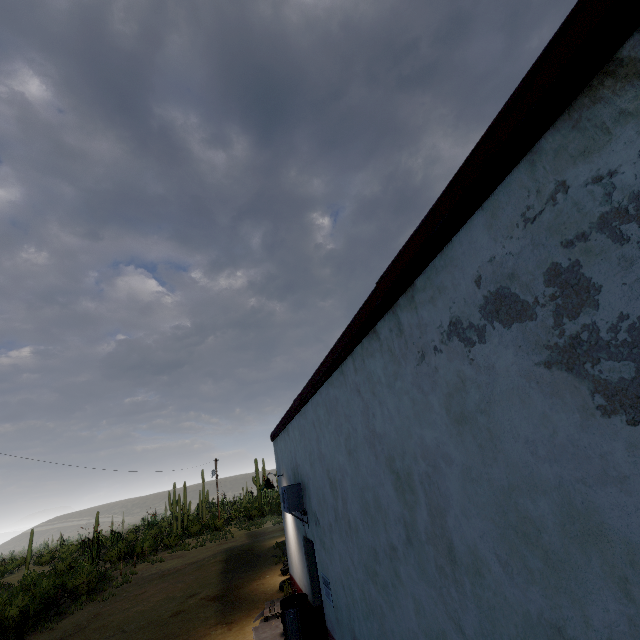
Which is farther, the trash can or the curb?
the curb

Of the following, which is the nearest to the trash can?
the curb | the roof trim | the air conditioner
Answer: the curb

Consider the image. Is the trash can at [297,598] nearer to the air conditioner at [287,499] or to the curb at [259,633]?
the curb at [259,633]

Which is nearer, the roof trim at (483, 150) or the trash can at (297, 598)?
the roof trim at (483, 150)

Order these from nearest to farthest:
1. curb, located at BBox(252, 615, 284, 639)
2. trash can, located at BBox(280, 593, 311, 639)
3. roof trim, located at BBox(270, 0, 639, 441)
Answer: roof trim, located at BBox(270, 0, 639, 441), trash can, located at BBox(280, 593, 311, 639), curb, located at BBox(252, 615, 284, 639)

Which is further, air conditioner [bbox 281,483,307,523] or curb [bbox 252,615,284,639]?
curb [bbox 252,615,284,639]

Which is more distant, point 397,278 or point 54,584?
point 54,584

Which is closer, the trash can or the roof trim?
the roof trim
